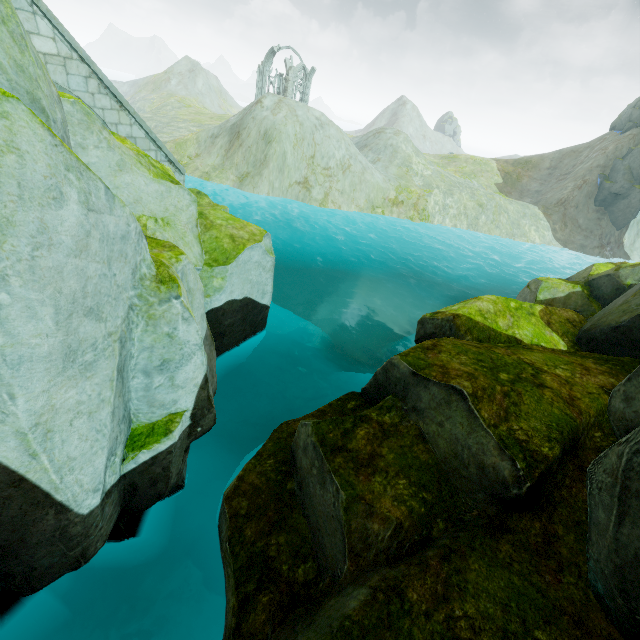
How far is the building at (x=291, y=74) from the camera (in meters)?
52.91

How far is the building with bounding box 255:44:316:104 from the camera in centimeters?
5291cm

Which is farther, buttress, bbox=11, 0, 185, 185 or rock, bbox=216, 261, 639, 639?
buttress, bbox=11, 0, 185, 185

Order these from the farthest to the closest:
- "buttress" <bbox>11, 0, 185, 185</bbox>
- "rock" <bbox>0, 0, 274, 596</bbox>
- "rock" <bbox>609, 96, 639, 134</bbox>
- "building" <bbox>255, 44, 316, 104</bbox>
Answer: "building" <bbox>255, 44, 316, 104</bbox> → "rock" <bbox>609, 96, 639, 134</bbox> → "buttress" <bbox>11, 0, 185, 185</bbox> → "rock" <bbox>0, 0, 274, 596</bbox>

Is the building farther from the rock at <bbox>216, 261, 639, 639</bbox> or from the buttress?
the buttress

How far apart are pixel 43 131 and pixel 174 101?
71.4m

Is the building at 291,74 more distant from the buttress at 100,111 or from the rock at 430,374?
the buttress at 100,111

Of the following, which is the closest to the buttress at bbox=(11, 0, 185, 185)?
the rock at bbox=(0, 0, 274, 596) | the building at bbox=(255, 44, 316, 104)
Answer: the rock at bbox=(0, 0, 274, 596)
